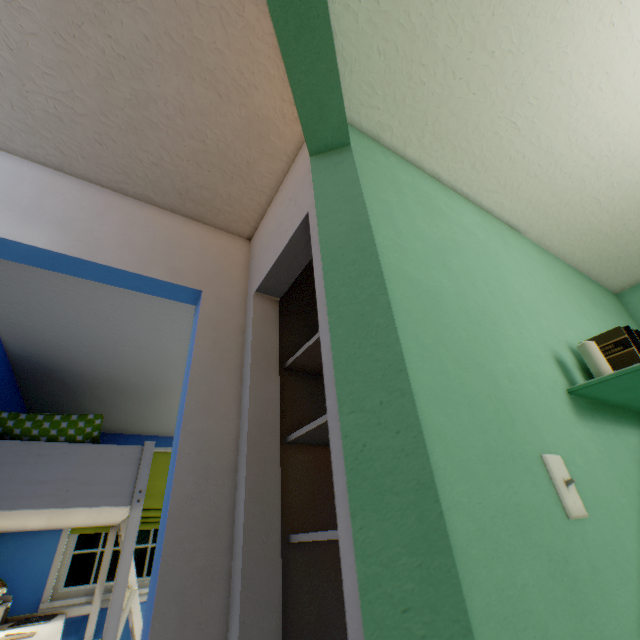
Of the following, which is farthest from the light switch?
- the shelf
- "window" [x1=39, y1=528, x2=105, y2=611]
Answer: "window" [x1=39, y1=528, x2=105, y2=611]

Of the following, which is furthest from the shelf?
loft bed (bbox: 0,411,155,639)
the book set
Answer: loft bed (bbox: 0,411,155,639)

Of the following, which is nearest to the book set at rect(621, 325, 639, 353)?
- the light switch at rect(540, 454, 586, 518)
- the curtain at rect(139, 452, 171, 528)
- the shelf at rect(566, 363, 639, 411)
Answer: the shelf at rect(566, 363, 639, 411)

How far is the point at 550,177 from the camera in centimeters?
150cm

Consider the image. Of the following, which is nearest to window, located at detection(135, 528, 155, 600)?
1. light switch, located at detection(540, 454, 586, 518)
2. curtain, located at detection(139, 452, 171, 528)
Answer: curtain, located at detection(139, 452, 171, 528)

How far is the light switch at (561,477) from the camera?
0.7 meters

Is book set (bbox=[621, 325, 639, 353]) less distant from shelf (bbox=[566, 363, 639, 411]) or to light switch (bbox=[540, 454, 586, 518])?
shelf (bbox=[566, 363, 639, 411])

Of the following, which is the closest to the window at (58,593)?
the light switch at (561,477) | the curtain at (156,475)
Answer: the curtain at (156,475)
